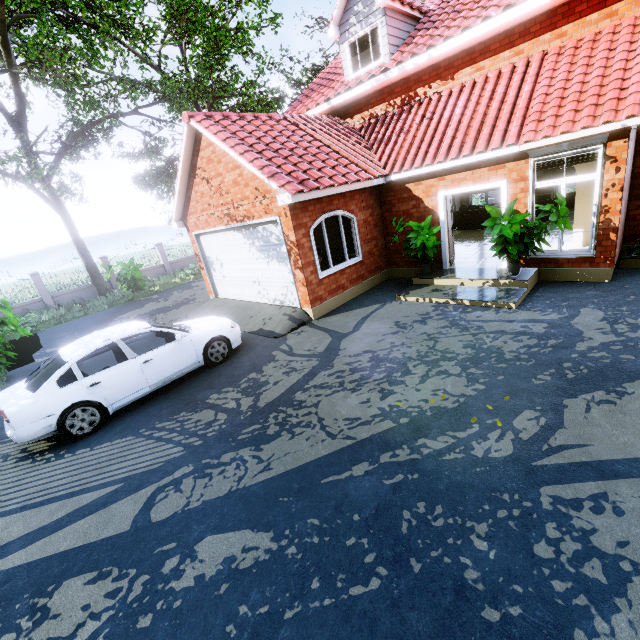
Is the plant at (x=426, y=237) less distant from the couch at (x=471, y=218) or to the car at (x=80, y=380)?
the car at (x=80, y=380)

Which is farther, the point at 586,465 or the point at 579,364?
the point at 579,364

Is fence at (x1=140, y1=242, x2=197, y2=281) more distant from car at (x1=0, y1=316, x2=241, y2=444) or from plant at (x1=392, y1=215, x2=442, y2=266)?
plant at (x1=392, y1=215, x2=442, y2=266)

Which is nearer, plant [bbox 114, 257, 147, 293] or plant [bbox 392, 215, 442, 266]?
plant [bbox 392, 215, 442, 266]

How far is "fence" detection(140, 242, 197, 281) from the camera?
20.8m

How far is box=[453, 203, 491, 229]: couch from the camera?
14.0 meters

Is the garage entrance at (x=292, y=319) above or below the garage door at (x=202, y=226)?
below

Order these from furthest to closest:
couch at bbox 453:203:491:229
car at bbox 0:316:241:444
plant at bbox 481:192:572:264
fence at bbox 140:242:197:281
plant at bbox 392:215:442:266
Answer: fence at bbox 140:242:197:281 < couch at bbox 453:203:491:229 < plant at bbox 392:215:442:266 < plant at bbox 481:192:572:264 < car at bbox 0:316:241:444
